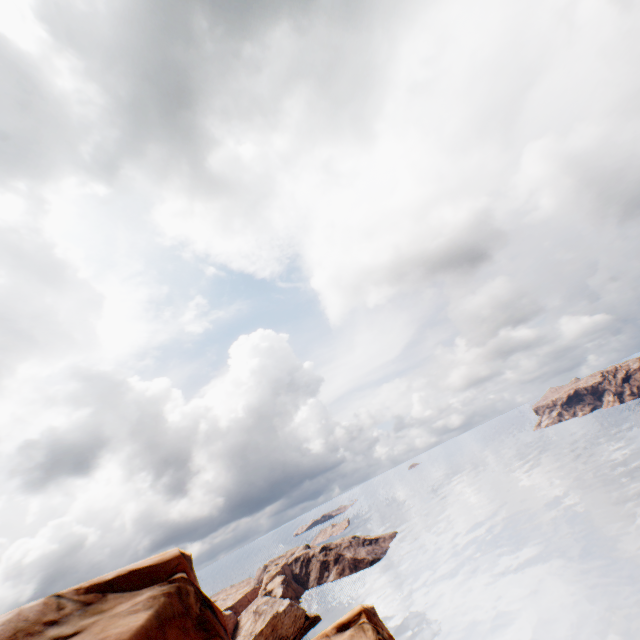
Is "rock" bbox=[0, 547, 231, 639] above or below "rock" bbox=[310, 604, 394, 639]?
above

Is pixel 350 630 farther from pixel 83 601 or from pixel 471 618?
pixel 471 618

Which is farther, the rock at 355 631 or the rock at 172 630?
the rock at 355 631

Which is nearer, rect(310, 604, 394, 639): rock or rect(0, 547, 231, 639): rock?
rect(0, 547, 231, 639): rock

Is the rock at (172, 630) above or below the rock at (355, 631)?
above
